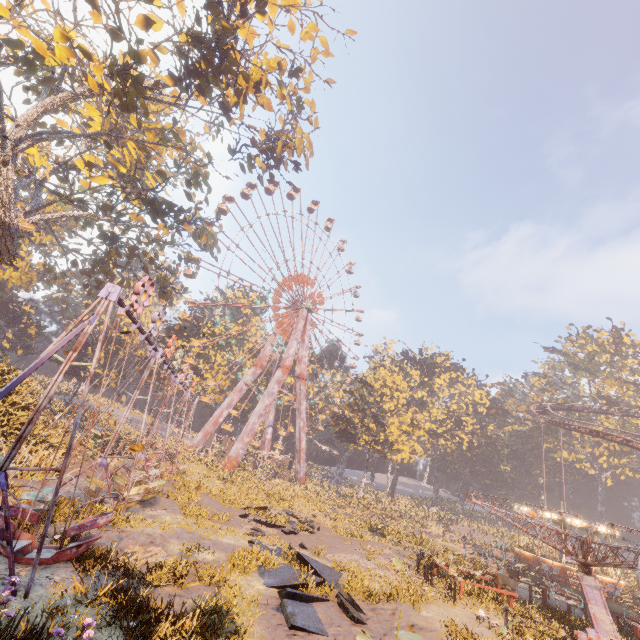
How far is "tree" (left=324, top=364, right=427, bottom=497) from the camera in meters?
43.3 m

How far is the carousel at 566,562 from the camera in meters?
26.4

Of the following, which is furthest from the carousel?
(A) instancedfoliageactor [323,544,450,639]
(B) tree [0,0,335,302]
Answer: (B) tree [0,0,335,302]

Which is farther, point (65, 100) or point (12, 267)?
point (12, 267)

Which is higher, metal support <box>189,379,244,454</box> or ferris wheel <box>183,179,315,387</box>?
ferris wheel <box>183,179,315,387</box>

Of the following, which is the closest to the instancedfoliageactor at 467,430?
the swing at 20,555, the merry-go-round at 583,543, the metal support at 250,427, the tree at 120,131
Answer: the merry-go-round at 583,543

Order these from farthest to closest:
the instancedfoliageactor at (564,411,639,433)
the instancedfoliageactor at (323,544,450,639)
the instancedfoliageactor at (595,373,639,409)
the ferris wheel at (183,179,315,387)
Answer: the instancedfoliageactor at (595,373,639,409) < the instancedfoliageactor at (564,411,639,433) < the ferris wheel at (183,179,315,387) < the instancedfoliageactor at (323,544,450,639)

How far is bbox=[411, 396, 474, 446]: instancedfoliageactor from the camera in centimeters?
5591cm
